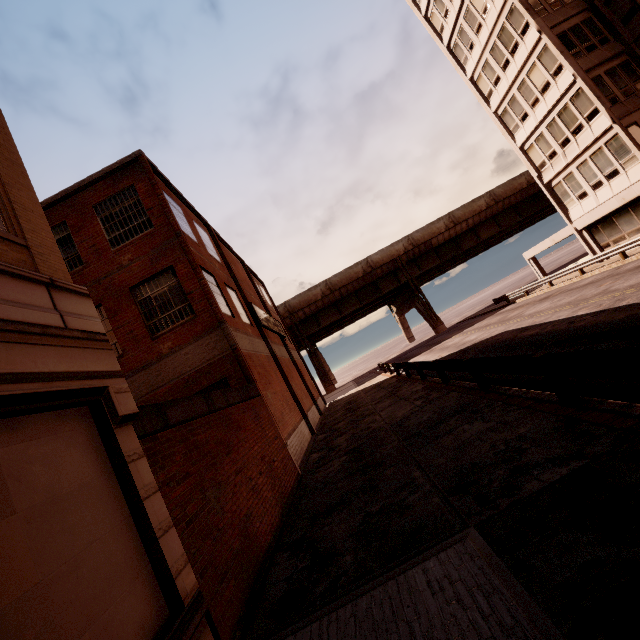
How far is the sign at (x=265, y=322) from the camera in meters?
18.5 m

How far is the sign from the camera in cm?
1852

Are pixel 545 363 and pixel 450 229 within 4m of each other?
no

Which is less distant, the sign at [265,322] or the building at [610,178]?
the sign at [265,322]

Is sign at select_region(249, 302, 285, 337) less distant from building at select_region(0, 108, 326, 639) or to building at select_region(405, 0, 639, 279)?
building at select_region(0, 108, 326, 639)

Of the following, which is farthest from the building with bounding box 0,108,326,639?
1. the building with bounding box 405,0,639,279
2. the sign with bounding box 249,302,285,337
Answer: the building with bounding box 405,0,639,279
